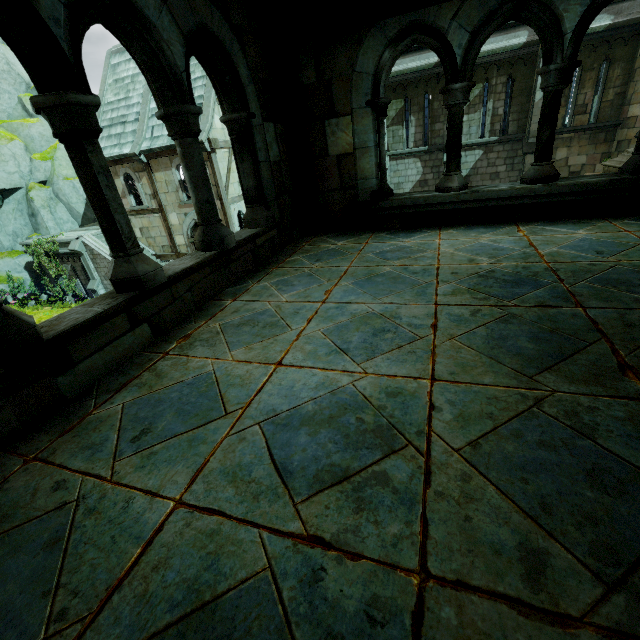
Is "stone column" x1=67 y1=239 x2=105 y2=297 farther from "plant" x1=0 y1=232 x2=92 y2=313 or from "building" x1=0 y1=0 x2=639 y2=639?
"building" x1=0 y1=0 x2=639 y2=639

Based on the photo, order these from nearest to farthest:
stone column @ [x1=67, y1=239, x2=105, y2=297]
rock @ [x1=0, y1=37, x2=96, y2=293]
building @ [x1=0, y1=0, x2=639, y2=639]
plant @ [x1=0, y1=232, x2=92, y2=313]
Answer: building @ [x1=0, y1=0, x2=639, y2=639] < stone column @ [x1=67, y1=239, x2=105, y2=297] < plant @ [x1=0, y1=232, x2=92, y2=313] < rock @ [x1=0, y1=37, x2=96, y2=293]

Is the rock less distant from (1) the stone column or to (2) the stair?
(2) the stair

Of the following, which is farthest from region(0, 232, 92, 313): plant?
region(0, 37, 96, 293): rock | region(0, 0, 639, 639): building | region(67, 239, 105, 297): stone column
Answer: region(0, 0, 639, 639): building

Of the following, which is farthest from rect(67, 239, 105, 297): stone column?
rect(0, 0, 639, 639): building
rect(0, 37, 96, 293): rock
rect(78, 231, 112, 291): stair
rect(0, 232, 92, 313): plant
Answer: rect(0, 0, 639, 639): building

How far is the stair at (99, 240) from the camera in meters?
18.7 m

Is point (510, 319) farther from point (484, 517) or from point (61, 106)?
point (61, 106)

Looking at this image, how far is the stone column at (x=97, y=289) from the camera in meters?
18.5 m
